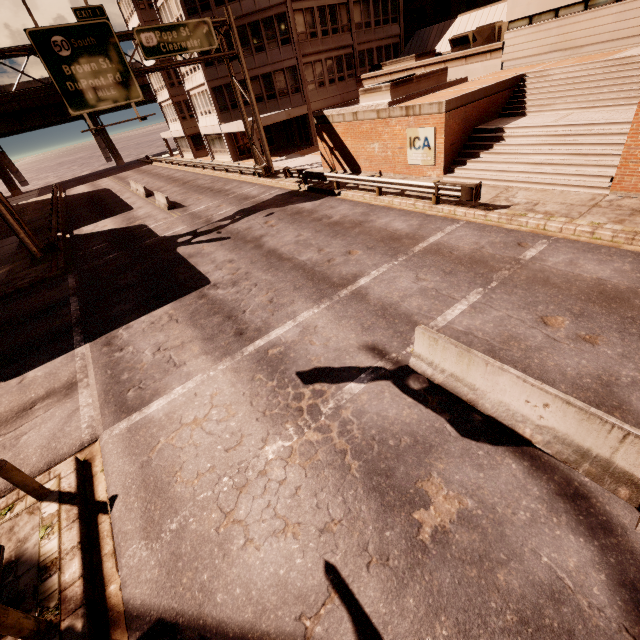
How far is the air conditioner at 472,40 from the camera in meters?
21.7 m

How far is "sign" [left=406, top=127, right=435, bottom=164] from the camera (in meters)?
15.96

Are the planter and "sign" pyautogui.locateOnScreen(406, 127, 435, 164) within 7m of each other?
yes

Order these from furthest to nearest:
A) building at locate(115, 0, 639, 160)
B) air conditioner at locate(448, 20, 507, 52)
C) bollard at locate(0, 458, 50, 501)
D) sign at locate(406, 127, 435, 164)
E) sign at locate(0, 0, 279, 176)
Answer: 1. air conditioner at locate(448, 20, 507, 52)
2. building at locate(115, 0, 639, 160)
3. sign at locate(0, 0, 279, 176)
4. sign at locate(406, 127, 435, 164)
5. bollard at locate(0, 458, 50, 501)

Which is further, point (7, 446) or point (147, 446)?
point (7, 446)

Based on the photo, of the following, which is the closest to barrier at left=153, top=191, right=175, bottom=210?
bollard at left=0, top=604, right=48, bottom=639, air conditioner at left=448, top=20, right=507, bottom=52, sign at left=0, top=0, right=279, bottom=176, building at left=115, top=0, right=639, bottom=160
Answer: sign at left=0, top=0, right=279, bottom=176

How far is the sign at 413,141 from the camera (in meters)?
15.96

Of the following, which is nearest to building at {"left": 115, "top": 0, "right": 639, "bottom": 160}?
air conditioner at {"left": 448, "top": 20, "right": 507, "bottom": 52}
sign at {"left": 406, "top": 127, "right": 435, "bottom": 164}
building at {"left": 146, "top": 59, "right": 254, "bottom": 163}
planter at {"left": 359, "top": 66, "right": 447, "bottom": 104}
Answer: air conditioner at {"left": 448, "top": 20, "right": 507, "bottom": 52}
